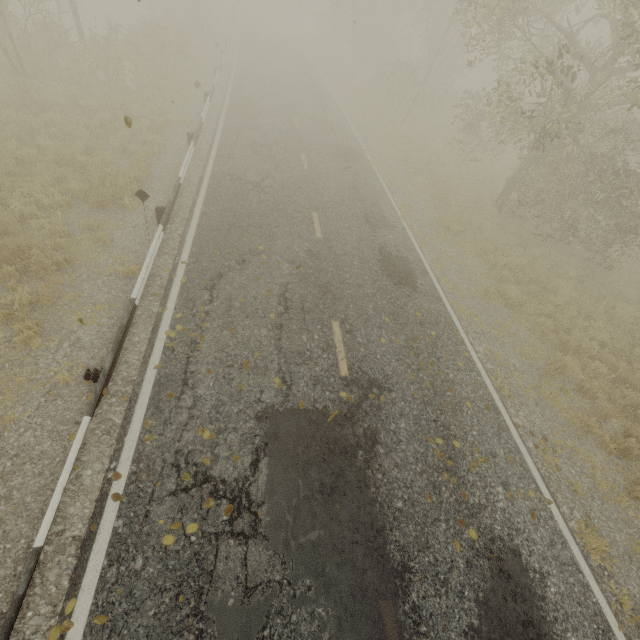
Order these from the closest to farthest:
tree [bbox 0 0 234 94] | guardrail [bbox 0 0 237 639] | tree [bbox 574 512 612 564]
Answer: guardrail [bbox 0 0 237 639]
tree [bbox 574 512 612 564]
tree [bbox 0 0 234 94]

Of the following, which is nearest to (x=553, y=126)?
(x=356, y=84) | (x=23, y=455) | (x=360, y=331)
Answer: (x=360, y=331)

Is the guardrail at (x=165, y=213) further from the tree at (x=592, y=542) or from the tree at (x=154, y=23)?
the tree at (x=154, y=23)

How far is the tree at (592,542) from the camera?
5.5 meters

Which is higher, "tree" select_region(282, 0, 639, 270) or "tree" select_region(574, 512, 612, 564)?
"tree" select_region(282, 0, 639, 270)

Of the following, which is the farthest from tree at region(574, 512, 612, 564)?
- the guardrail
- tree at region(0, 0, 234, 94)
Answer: the guardrail

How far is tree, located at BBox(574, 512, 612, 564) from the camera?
5.5 meters
